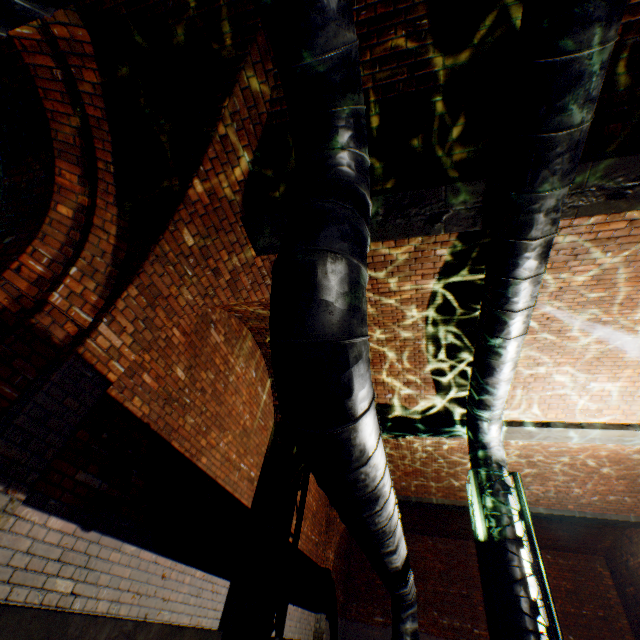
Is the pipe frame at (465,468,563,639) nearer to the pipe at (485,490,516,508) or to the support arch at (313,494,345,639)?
the pipe at (485,490,516,508)

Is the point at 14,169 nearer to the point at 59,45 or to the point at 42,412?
the point at 59,45

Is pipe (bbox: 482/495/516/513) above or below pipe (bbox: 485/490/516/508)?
below

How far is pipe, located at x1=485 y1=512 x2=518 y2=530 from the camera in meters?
5.1 m

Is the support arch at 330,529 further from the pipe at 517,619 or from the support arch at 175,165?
the support arch at 175,165
